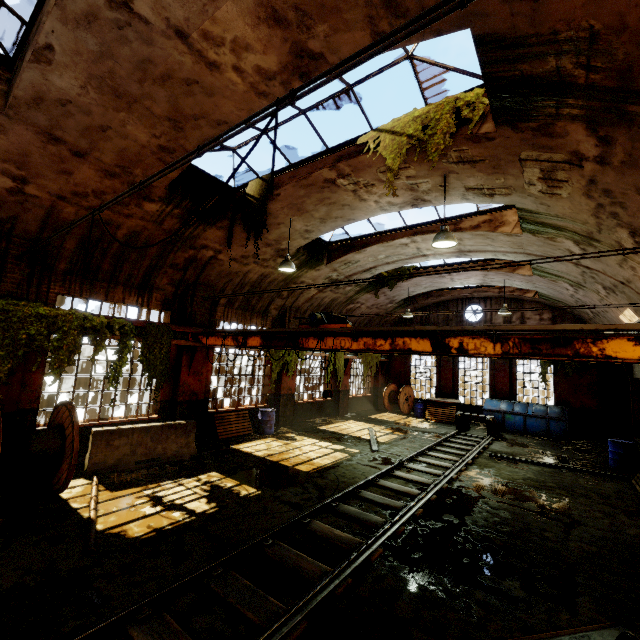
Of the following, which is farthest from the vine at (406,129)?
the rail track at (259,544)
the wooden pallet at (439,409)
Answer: the rail track at (259,544)

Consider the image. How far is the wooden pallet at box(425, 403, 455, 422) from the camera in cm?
1845

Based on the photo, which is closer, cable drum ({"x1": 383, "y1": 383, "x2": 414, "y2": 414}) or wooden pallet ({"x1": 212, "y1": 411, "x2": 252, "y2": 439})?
wooden pallet ({"x1": 212, "y1": 411, "x2": 252, "y2": 439})

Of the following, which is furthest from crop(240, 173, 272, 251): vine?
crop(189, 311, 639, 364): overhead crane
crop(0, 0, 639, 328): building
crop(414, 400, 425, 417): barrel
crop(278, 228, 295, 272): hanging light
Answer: crop(414, 400, 425, 417): barrel

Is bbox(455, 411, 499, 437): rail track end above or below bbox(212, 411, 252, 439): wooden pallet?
above

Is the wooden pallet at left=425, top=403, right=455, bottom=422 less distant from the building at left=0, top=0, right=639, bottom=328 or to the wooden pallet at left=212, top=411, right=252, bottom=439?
the building at left=0, top=0, right=639, bottom=328

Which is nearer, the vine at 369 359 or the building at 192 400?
the building at 192 400

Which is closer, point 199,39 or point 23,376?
point 199,39
